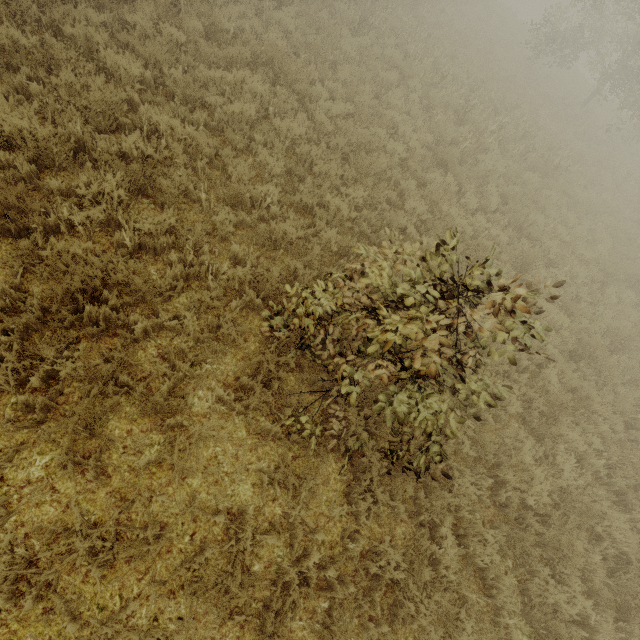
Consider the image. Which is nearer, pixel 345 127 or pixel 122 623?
pixel 122 623
